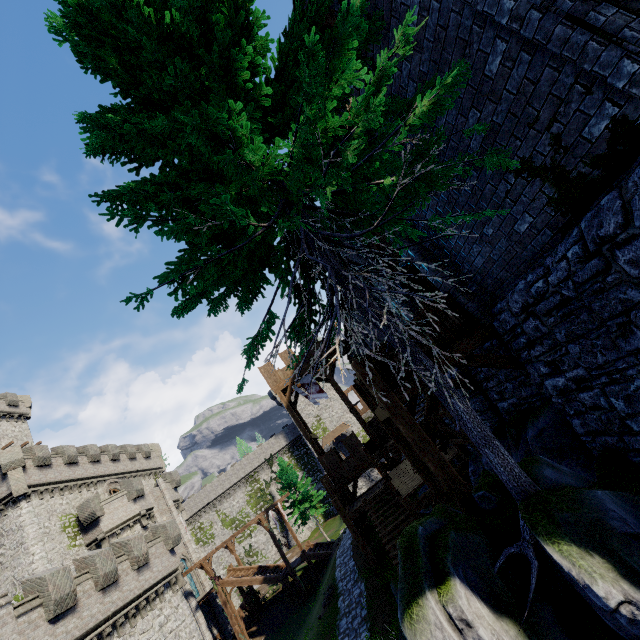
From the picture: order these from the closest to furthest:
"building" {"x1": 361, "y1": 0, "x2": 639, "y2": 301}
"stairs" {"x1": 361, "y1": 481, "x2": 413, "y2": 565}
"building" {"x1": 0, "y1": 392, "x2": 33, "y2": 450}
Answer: "building" {"x1": 361, "y1": 0, "x2": 639, "y2": 301} < "stairs" {"x1": 361, "y1": 481, "x2": 413, "y2": 565} < "building" {"x1": 0, "y1": 392, "x2": 33, "y2": 450}

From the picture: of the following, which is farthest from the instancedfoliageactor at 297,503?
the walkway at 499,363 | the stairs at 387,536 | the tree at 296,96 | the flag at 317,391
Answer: the tree at 296,96

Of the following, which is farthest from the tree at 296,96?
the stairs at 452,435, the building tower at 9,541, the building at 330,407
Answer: the building at 330,407

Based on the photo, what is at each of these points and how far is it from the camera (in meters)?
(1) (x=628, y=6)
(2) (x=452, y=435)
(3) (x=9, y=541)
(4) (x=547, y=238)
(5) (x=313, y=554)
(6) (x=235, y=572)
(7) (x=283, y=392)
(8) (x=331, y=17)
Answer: (1) building, 3.20
(2) stairs, 11.16
(3) building tower, 24.28
(4) building, 4.99
(5) stairs, 29.11
(6) stairs, 31.81
(7) walkway, 25.64
(8) building, 5.71

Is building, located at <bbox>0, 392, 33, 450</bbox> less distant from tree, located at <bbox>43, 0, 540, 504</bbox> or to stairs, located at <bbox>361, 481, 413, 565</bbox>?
stairs, located at <bbox>361, 481, 413, 565</bbox>

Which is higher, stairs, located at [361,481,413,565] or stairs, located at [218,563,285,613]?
stairs, located at [218,563,285,613]

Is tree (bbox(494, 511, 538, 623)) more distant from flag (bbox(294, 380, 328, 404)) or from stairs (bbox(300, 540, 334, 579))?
stairs (bbox(300, 540, 334, 579))

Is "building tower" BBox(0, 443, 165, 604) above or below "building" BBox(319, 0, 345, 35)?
above
